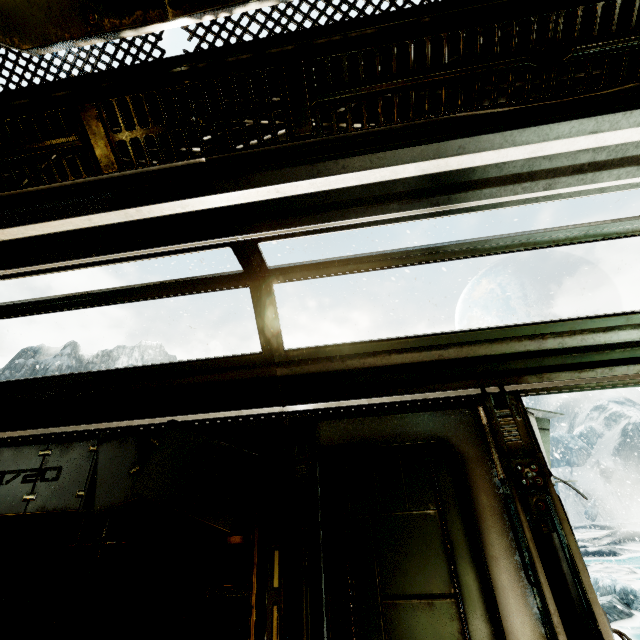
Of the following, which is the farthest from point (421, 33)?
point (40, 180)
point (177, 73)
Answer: point (40, 180)
